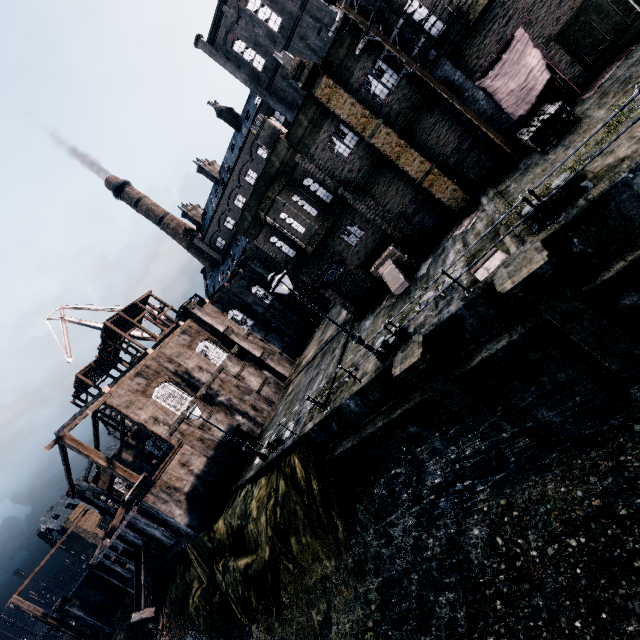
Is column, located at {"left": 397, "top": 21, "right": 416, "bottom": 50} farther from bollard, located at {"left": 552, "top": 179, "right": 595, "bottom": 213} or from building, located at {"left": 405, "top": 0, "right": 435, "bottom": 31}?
bollard, located at {"left": 552, "top": 179, "right": 595, "bottom": 213}

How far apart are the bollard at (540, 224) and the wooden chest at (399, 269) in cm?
756

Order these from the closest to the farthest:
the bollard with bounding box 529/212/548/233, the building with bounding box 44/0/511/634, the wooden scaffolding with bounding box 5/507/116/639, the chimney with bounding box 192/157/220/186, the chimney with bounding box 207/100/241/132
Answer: the bollard with bounding box 529/212/548/233 → the building with bounding box 44/0/511/634 → the wooden scaffolding with bounding box 5/507/116/639 → the chimney with bounding box 207/100/241/132 → the chimney with bounding box 192/157/220/186

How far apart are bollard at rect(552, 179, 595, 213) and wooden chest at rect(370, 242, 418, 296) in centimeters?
756cm

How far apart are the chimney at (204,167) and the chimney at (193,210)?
7.55m

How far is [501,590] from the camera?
10.4 meters

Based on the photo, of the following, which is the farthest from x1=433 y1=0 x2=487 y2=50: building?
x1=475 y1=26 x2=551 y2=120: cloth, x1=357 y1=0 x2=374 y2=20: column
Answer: x1=475 y1=26 x2=551 y2=120: cloth

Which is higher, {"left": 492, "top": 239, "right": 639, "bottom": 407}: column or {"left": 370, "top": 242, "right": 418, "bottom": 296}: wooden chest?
{"left": 370, "top": 242, "right": 418, "bottom": 296}: wooden chest
